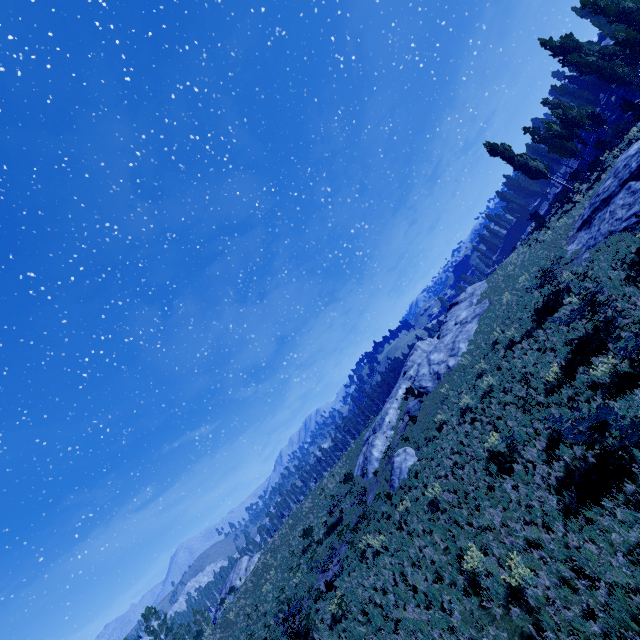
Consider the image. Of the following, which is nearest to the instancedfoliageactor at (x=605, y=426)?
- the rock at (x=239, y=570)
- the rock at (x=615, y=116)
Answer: the rock at (x=615, y=116)

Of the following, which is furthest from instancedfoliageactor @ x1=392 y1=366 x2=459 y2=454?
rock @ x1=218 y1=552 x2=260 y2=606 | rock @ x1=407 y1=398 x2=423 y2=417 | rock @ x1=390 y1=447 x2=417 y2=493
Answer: rock @ x1=407 y1=398 x2=423 y2=417

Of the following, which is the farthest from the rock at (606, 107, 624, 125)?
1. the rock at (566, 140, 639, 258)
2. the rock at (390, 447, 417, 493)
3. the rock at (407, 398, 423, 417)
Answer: the rock at (390, 447, 417, 493)

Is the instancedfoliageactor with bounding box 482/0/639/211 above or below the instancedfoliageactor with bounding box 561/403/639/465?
above

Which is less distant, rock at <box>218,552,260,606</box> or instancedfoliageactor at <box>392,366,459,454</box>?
instancedfoliageactor at <box>392,366,459,454</box>

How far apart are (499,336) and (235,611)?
29.7m

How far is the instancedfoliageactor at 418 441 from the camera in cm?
2075

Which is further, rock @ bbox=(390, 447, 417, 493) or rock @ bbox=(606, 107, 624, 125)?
rock @ bbox=(606, 107, 624, 125)
